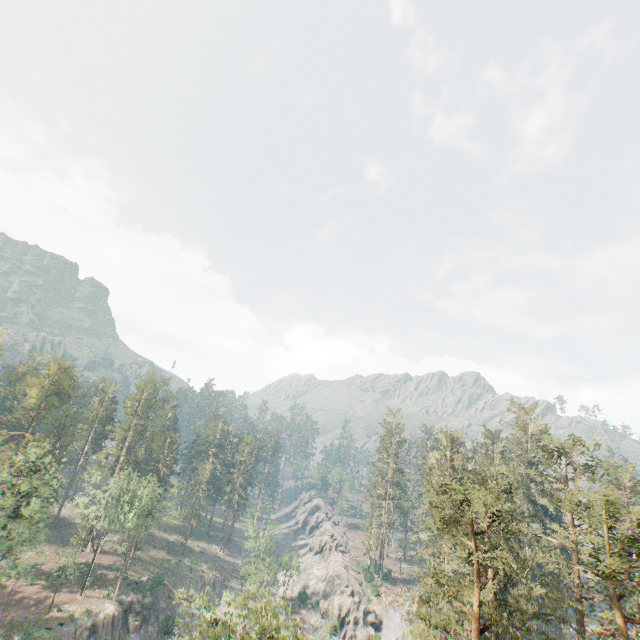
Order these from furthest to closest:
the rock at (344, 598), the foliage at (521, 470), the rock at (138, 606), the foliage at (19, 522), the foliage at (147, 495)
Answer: the rock at (344, 598) < the foliage at (147, 495) < the rock at (138, 606) < the foliage at (19, 522) < the foliage at (521, 470)

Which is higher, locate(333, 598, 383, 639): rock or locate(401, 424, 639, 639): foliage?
locate(401, 424, 639, 639): foliage

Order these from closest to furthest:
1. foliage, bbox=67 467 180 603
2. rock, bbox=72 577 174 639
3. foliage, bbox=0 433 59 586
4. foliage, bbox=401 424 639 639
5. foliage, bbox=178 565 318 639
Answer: foliage, bbox=401 424 639 639, foliage, bbox=178 565 318 639, foliage, bbox=0 433 59 586, rock, bbox=72 577 174 639, foliage, bbox=67 467 180 603

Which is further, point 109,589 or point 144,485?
point 144,485

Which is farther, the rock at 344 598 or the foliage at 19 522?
the rock at 344 598

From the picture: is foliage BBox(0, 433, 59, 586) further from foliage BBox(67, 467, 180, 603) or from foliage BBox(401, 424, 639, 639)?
foliage BBox(401, 424, 639, 639)

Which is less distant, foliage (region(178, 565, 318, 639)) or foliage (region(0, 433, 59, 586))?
foliage (region(178, 565, 318, 639))

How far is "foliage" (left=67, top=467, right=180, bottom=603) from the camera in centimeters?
5306cm
